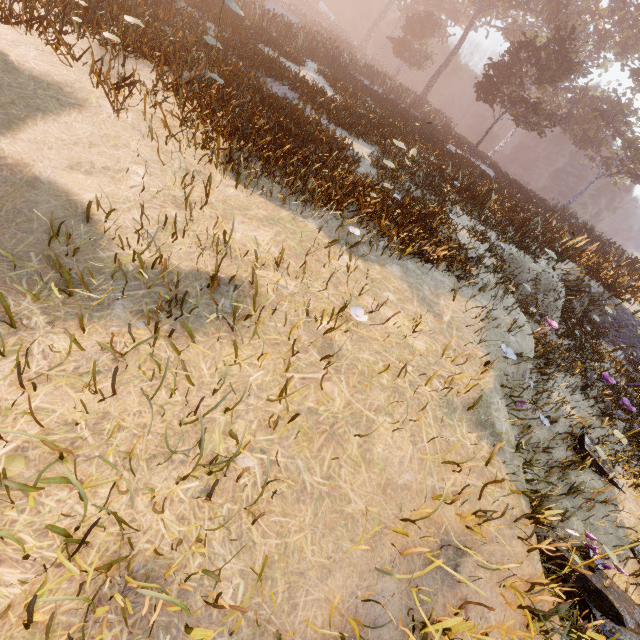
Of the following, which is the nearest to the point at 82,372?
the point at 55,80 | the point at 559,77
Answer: the point at 55,80
